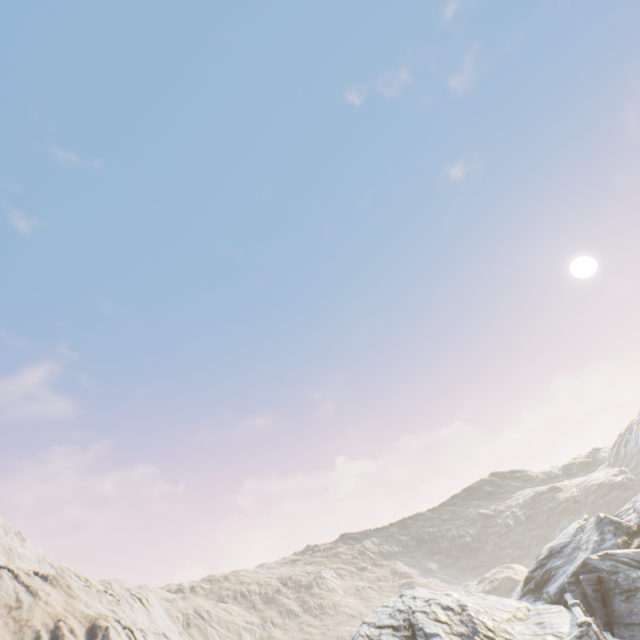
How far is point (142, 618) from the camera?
45.6 meters
